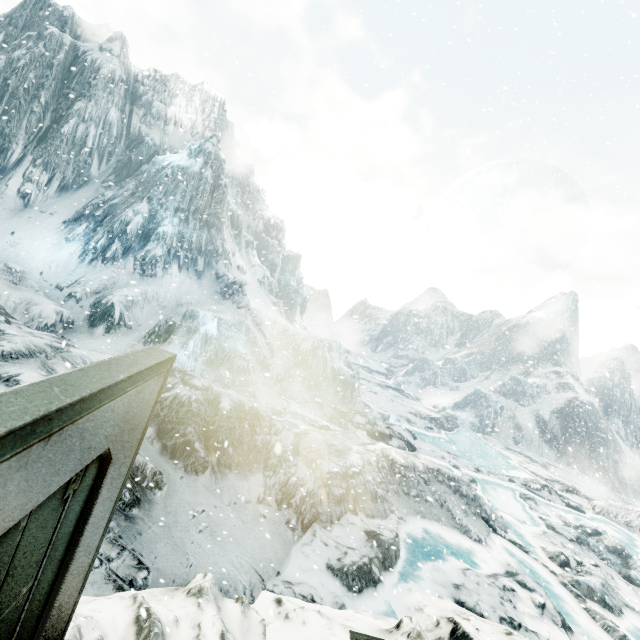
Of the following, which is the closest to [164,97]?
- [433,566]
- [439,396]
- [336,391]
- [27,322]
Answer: [27,322]
